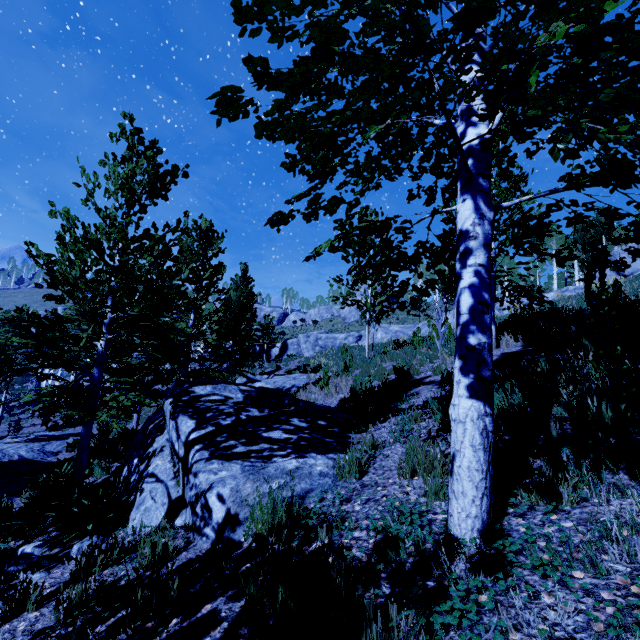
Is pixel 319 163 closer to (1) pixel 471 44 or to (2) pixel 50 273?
(1) pixel 471 44

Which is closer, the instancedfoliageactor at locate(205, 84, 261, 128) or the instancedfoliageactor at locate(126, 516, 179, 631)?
the instancedfoliageactor at locate(205, 84, 261, 128)

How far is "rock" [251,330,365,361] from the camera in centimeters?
3219cm

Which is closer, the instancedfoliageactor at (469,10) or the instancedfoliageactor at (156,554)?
the instancedfoliageactor at (469,10)

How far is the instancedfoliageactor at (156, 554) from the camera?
2.2 meters

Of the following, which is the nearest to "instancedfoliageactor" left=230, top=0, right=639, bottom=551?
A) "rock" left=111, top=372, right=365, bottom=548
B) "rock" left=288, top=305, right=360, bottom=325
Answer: "rock" left=111, top=372, right=365, bottom=548

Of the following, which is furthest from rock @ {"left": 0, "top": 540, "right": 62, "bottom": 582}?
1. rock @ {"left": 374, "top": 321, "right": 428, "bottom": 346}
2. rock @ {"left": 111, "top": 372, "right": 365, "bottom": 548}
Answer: rock @ {"left": 374, "top": 321, "right": 428, "bottom": 346}

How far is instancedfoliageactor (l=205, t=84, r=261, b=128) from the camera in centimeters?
150cm
